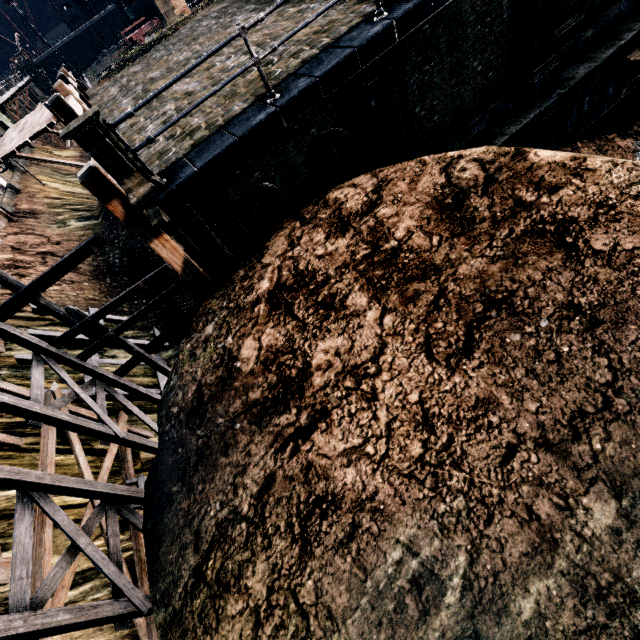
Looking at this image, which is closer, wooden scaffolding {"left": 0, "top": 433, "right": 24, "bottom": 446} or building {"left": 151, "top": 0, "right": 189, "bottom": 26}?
wooden scaffolding {"left": 0, "top": 433, "right": 24, "bottom": 446}

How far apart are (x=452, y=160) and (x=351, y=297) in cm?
436

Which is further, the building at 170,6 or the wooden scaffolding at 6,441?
the building at 170,6

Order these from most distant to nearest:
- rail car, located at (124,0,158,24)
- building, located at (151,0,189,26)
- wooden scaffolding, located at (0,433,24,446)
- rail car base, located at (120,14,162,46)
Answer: rail car, located at (124,0,158,24)
rail car base, located at (120,14,162,46)
building, located at (151,0,189,26)
wooden scaffolding, located at (0,433,24,446)

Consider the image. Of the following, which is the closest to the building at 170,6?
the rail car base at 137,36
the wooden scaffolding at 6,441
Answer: the rail car base at 137,36

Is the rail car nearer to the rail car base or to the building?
the building

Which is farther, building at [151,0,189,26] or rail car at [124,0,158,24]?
rail car at [124,0,158,24]

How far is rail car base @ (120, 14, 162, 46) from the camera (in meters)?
49.12
